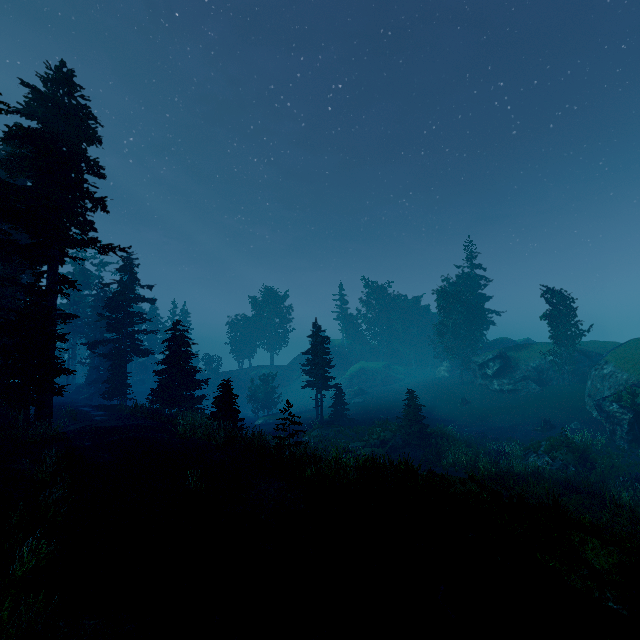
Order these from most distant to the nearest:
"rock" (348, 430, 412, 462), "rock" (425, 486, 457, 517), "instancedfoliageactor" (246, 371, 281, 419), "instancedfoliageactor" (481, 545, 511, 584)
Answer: "instancedfoliageactor" (246, 371, 281, 419)
"rock" (348, 430, 412, 462)
"rock" (425, 486, 457, 517)
"instancedfoliageactor" (481, 545, 511, 584)

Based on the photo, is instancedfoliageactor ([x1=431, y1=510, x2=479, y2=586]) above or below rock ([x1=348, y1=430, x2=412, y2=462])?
above

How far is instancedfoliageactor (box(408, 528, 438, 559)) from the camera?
8.3m

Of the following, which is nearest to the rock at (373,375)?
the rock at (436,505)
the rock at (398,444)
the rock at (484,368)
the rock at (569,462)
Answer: the rock at (484,368)

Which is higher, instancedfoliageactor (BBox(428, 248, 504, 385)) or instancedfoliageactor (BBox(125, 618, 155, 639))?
instancedfoliageactor (BBox(428, 248, 504, 385))

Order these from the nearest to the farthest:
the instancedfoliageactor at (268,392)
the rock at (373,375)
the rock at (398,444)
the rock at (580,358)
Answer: the rock at (580,358)
the rock at (398,444)
the instancedfoliageactor at (268,392)
the rock at (373,375)

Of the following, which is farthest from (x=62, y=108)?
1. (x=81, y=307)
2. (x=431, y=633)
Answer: (x=81, y=307)

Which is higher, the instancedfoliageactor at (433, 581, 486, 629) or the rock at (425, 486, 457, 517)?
the rock at (425, 486, 457, 517)
